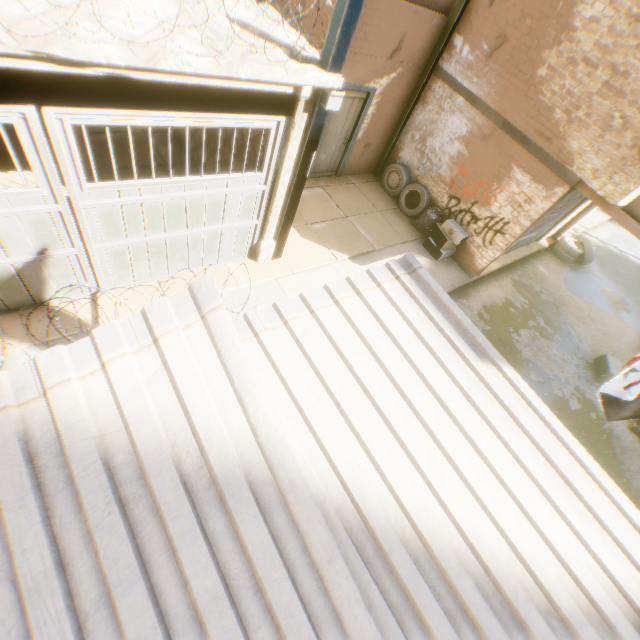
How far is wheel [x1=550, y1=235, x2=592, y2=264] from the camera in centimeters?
1233cm

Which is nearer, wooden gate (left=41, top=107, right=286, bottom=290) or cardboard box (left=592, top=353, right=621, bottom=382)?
wooden gate (left=41, top=107, right=286, bottom=290)

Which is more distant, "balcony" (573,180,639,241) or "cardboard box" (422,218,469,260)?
"cardboard box" (422,218,469,260)

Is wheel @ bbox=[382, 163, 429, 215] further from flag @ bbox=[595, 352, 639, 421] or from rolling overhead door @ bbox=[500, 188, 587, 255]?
flag @ bbox=[595, 352, 639, 421]

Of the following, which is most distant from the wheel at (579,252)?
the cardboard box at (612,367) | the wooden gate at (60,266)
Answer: the wooden gate at (60,266)

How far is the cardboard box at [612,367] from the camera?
8.96m

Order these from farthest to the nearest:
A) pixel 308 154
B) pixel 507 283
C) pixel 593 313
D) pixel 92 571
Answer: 1. pixel 593 313
2. pixel 507 283
3. pixel 308 154
4. pixel 92 571

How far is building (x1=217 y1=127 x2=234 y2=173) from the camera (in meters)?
6.37
